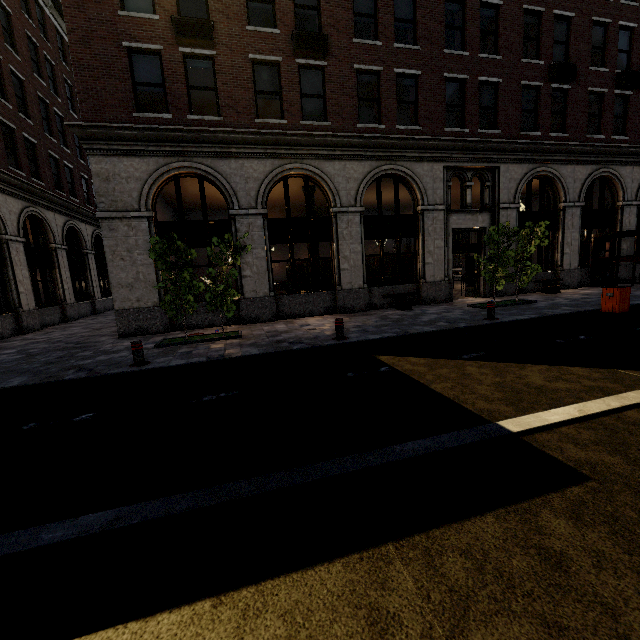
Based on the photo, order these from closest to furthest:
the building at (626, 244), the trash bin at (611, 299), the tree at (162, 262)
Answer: the tree at (162, 262)
the trash bin at (611, 299)
the building at (626, 244)

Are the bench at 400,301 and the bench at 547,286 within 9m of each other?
yes

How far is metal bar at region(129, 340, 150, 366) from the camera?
7.39m

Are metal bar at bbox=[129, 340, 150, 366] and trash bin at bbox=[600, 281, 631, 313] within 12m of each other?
no

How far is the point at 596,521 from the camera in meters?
2.3 m

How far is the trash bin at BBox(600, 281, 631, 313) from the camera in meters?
9.5

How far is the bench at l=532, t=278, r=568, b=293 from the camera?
15.3 meters

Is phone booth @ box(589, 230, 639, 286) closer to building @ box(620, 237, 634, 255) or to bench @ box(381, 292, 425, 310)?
building @ box(620, 237, 634, 255)
